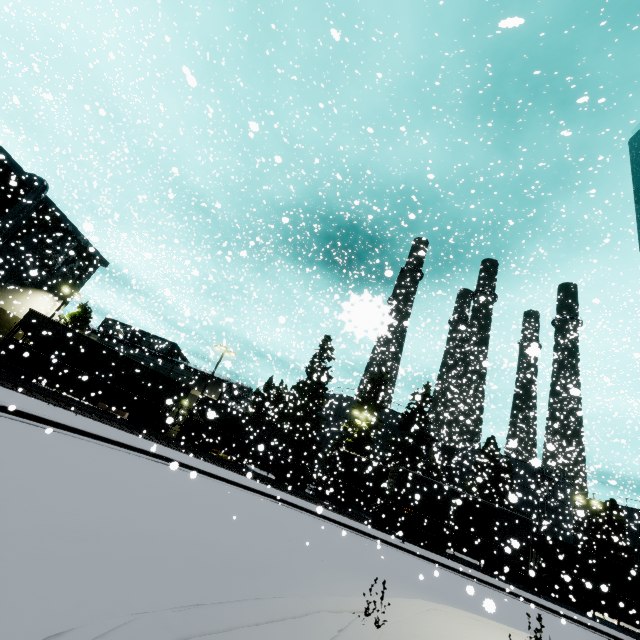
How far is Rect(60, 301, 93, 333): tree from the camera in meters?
35.6 m

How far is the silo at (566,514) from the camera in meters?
33.6

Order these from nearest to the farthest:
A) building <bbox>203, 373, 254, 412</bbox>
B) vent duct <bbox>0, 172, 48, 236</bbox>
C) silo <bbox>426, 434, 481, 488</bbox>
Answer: vent duct <bbox>0, 172, 48, 236</bbox>
building <bbox>203, 373, 254, 412</bbox>
silo <bbox>426, 434, 481, 488</bbox>

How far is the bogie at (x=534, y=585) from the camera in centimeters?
2388cm

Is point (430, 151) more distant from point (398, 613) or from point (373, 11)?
point (398, 613)

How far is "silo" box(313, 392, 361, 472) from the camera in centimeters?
3909cm

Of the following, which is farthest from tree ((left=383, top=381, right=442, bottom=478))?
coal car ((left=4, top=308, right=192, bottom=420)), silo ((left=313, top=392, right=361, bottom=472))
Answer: coal car ((left=4, top=308, right=192, bottom=420))

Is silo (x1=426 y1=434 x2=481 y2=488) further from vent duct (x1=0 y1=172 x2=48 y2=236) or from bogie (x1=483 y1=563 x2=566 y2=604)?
bogie (x1=483 y1=563 x2=566 y2=604)
